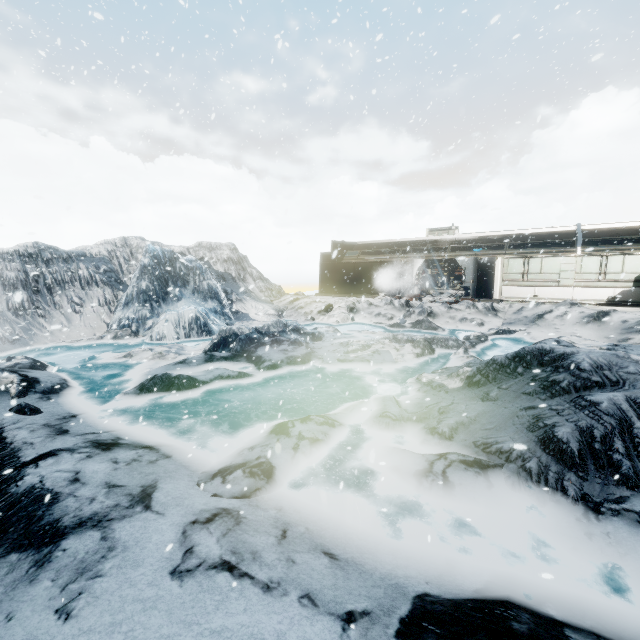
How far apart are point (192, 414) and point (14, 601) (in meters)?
5.21
